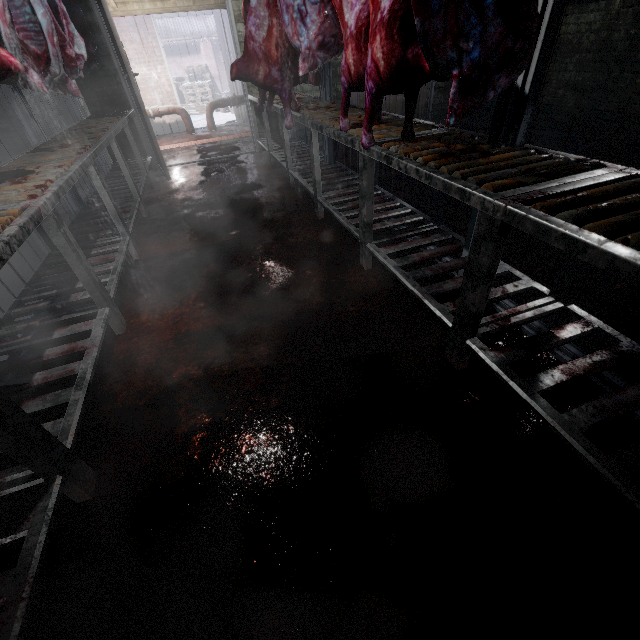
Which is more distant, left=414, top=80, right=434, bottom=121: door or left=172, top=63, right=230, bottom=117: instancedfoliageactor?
left=172, top=63, right=230, bottom=117: instancedfoliageactor

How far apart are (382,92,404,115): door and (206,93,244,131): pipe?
2.6 meters

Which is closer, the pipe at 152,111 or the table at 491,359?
the table at 491,359

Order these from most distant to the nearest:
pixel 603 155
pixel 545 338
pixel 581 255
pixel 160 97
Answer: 1. pixel 160 97
2. pixel 603 155
3. pixel 545 338
4. pixel 581 255

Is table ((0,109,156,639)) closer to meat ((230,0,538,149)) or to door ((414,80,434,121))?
meat ((230,0,538,149))

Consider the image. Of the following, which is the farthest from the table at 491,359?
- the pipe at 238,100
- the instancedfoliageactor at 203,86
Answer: the instancedfoliageactor at 203,86

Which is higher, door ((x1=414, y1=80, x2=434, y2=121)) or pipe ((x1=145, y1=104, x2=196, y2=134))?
pipe ((x1=145, y1=104, x2=196, y2=134))

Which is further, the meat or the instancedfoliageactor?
the instancedfoliageactor
